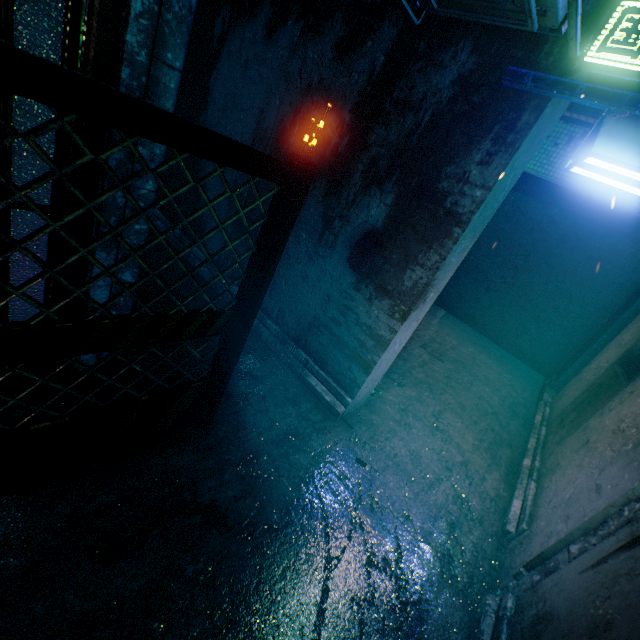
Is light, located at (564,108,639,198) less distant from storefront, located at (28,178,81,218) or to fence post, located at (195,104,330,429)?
fence post, located at (195,104,330,429)

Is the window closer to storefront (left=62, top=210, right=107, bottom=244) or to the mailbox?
the mailbox

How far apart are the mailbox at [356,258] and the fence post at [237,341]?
1.0m

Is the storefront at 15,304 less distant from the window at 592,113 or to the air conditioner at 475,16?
the air conditioner at 475,16

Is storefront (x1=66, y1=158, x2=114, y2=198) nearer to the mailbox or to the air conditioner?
the air conditioner

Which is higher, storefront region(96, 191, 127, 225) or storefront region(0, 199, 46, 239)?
storefront region(96, 191, 127, 225)

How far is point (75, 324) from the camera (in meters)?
1.22
